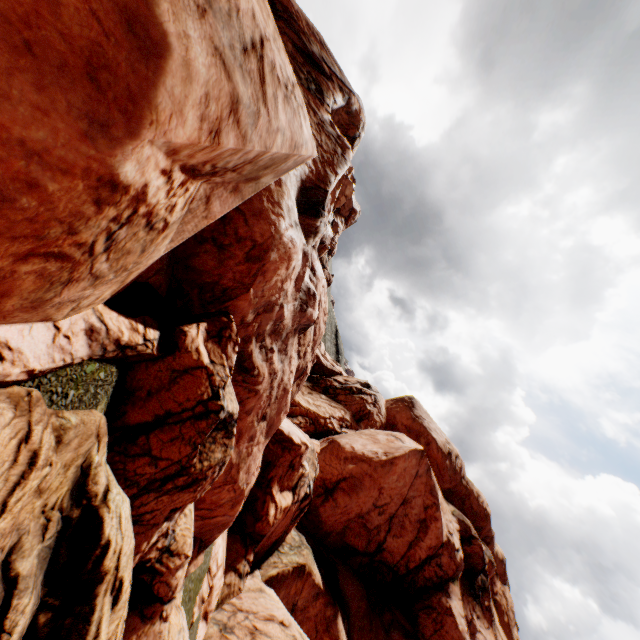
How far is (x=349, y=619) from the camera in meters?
21.3 m
